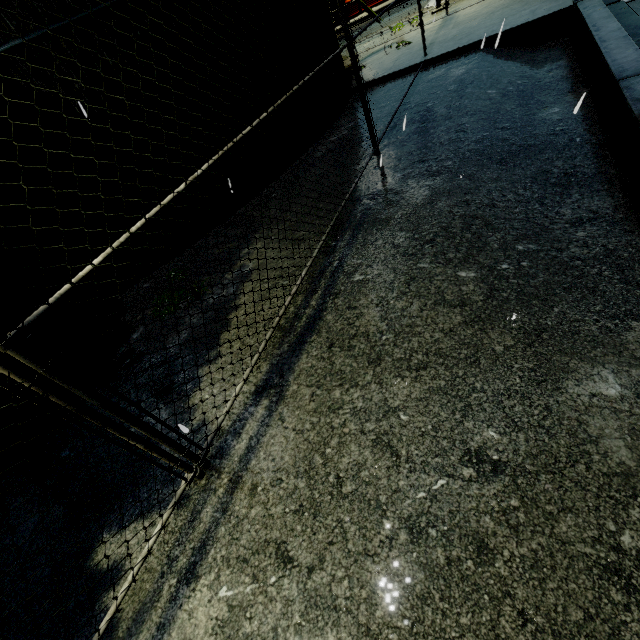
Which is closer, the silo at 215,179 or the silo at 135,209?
the silo at 135,209

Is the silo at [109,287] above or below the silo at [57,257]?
below

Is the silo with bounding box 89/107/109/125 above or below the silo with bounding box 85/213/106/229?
above

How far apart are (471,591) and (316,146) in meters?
7.2

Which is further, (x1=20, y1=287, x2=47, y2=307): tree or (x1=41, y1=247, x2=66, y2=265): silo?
(x1=41, y1=247, x2=66, y2=265): silo

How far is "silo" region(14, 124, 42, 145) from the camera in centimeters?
399cm

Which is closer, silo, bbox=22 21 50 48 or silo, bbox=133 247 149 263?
silo, bbox=22 21 50 48
